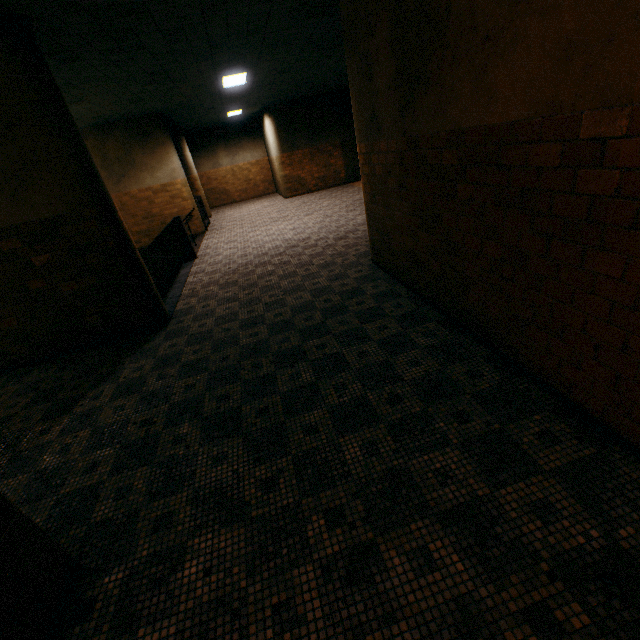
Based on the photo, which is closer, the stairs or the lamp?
the stairs

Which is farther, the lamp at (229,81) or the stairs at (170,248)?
the lamp at (229,81)

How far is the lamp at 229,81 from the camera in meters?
8.0 m

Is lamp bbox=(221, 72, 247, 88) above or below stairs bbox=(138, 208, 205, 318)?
above

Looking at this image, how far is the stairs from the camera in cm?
708

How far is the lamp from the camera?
8.01m

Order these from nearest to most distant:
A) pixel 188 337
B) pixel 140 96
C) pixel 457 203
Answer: pixel 457 203, pixel 188 337, pixel 140 96
